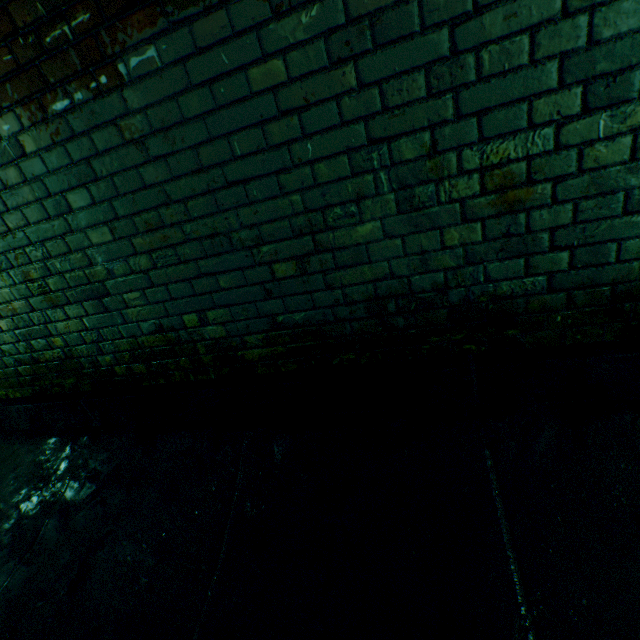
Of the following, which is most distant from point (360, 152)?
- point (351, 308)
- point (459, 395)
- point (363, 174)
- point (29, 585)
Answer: point (29, 585)
